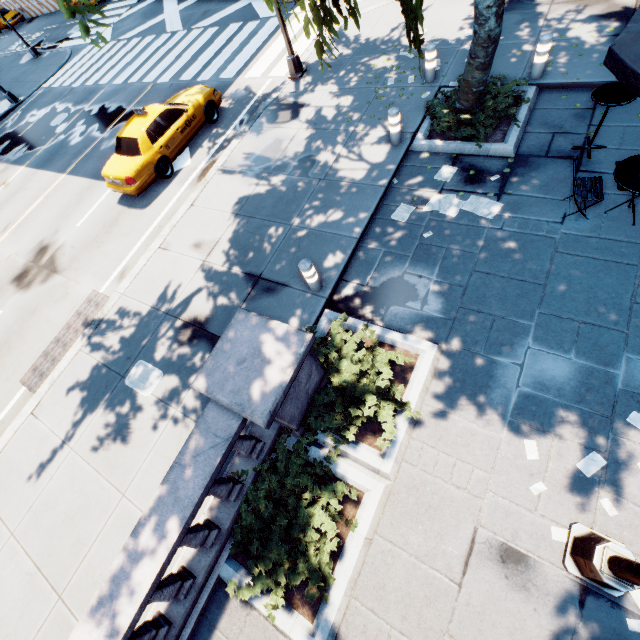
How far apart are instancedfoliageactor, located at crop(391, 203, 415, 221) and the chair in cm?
296

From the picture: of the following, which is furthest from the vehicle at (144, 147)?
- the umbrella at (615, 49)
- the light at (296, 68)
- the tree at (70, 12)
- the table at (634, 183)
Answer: the table at (634, 183)

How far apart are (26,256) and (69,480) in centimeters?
919cm

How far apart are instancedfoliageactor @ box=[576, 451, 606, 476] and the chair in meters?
4.4 m

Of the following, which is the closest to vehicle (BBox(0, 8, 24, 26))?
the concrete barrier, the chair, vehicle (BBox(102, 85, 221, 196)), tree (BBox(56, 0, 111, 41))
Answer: the concrete barrier

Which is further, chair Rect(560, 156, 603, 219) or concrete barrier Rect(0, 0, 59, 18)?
concrete barrier Rect(0, 0, 59, 18)

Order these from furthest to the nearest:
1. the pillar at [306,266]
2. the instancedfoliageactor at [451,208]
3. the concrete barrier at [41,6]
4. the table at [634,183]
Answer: the concrete barrier at [41,6] → the instancedfoliageactor at [451,208] → the pillar at [306,266] → the table at [634,183]

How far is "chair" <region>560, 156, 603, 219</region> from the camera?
5.75m
